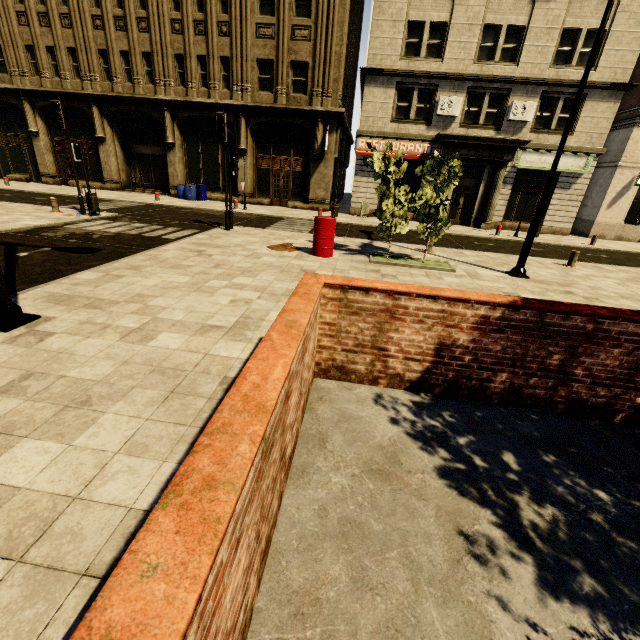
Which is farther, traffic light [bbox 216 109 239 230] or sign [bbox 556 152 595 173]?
sign [bbox 556 152 595 173]

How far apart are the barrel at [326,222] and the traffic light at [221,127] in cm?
431

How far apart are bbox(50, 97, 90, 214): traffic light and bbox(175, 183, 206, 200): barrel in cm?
916

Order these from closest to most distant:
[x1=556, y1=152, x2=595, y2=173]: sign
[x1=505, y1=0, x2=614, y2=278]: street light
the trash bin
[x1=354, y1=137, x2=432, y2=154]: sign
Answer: [x1=505, y1=0, x2=614, y2=278]: street light, the trash bin, [x1=556, y1=152, x2=595, y2=173]: sign, [x1=354, y1=137, x2=432, y2=154]: sign

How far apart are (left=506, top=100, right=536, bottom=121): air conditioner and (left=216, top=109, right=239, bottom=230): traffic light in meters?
16.3

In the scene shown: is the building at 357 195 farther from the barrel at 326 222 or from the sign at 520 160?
the barrel at 326 222

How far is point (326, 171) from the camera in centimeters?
2103cm

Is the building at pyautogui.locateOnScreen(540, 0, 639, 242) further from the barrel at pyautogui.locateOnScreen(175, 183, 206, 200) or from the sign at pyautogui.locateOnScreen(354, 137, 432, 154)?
the barrel at pyautogui.locateOnScreen(175, 183, 206, 200)
